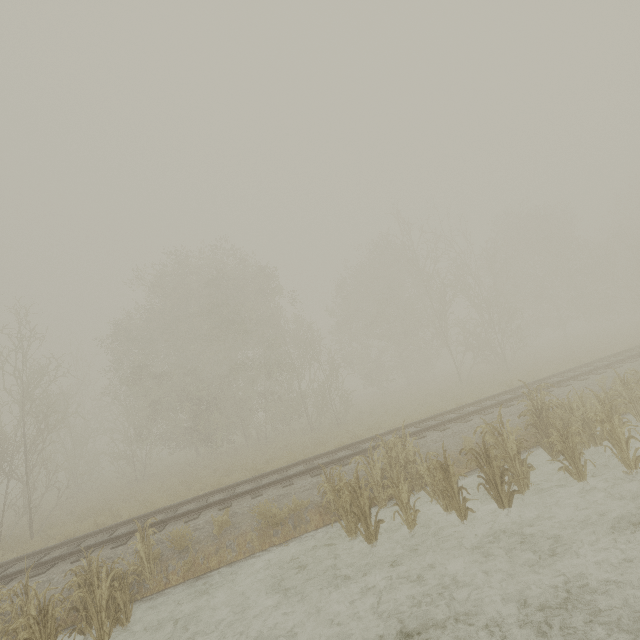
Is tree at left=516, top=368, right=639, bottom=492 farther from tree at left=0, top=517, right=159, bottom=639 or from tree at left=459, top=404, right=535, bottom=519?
tree at left=0, top=517, right=159, bottom=639

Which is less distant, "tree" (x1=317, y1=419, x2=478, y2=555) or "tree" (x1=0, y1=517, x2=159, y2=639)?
"tree" (x1=0, y1=517, x2=159, y2=639)

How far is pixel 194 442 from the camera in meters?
22.2 m

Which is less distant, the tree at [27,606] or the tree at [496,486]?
the tree at [27,606]

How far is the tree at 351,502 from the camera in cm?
692

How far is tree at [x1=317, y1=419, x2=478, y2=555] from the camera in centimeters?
692cm

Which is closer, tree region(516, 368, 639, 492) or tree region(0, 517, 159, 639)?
tree region(0, 517, 159, 639)
